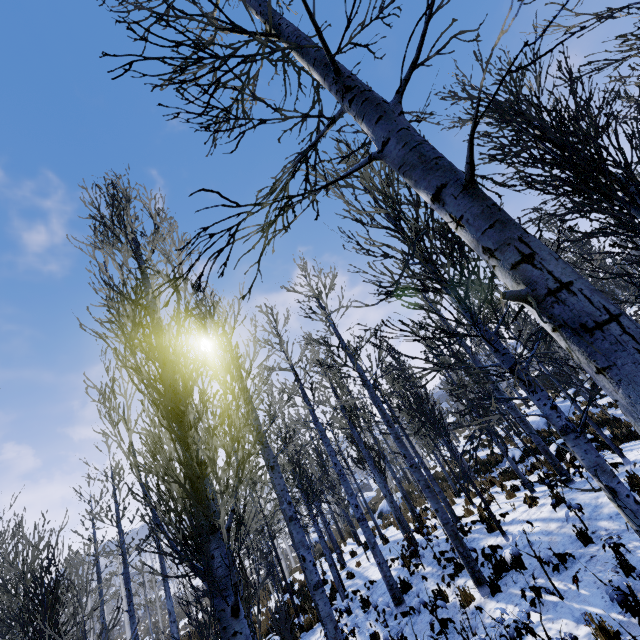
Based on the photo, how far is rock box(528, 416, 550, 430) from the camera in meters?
19.3

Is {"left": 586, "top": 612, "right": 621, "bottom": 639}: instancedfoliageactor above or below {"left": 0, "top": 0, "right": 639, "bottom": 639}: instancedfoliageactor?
below

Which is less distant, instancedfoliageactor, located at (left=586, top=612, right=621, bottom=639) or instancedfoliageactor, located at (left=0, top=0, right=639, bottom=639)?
instancedfoliageactor, located at (left=0, top=0, right=639, bottom=639)

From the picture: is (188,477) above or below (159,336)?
below

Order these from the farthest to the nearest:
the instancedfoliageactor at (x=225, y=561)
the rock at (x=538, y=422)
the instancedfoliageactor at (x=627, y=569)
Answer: the rock at (x=538, y=422)
the instancedfoliageactor at (x=627, y=569)
the instancedfoliageactor at (x=225, y=561)

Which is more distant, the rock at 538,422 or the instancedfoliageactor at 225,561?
the rock at 538,422

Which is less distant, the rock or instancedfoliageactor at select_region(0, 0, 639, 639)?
instancedfoliageactor at select_region(0, 0, 639, 639)

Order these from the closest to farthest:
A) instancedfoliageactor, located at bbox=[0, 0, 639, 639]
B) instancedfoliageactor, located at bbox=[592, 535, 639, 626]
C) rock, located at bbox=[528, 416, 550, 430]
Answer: instancedfoliageactor, located at bbox=[0, 0, 639, 639] → instancedfoliageactor, located at bbox=[592, 535, 639, 626] → rock, located at bbox=[528, 416, 550, 430]
